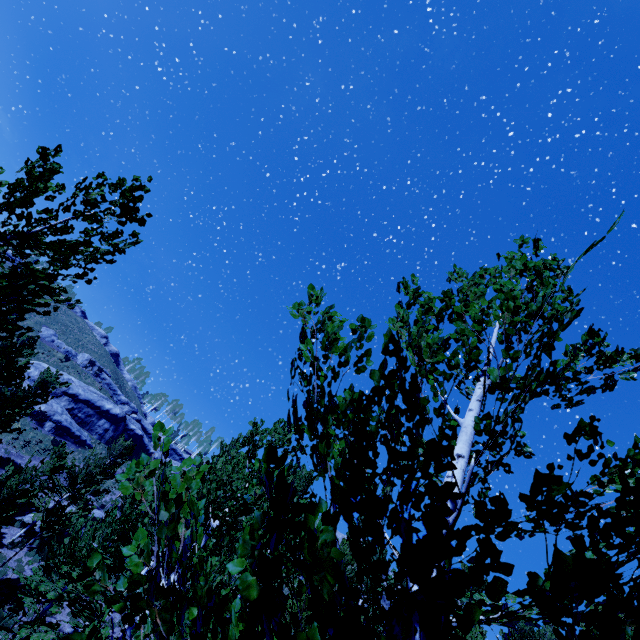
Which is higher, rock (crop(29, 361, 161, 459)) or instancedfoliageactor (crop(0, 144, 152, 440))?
rock (crop(29, 361, 161, 459))

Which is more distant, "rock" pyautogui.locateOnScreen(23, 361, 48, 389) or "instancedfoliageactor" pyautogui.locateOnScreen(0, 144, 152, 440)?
"rock" pyautogui.locateOnScreen(23, 361, 48, 389)

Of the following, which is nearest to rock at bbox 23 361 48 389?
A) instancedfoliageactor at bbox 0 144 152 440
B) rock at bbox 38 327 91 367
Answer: rock at bbox 38 327 91 367

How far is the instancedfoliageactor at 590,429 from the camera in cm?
192

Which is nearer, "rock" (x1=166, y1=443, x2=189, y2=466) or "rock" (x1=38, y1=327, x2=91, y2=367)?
"rock" (x1=38, y1=327, x2=91, y2=367)

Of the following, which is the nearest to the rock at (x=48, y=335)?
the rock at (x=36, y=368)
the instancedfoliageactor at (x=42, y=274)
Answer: the rock at (x=36, y=368)

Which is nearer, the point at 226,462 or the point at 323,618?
the point at 323,618

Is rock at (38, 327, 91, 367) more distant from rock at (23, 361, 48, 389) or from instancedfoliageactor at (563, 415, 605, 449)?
instancedfoliageactor at (563, 415, 605, 449)
